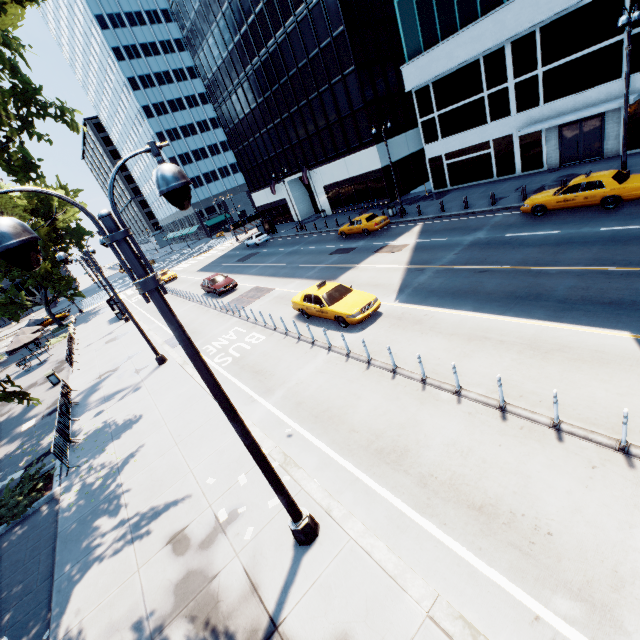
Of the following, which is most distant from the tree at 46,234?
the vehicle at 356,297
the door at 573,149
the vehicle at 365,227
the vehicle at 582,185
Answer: → the door at 573,149

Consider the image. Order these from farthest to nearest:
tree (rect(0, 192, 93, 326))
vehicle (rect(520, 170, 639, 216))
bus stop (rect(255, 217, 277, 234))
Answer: bus stop (rect(255, 217, 277, 234)) → tree (rect(0, 192, 93, 326)) → vehicle (rect(520, 170, 639, 216))

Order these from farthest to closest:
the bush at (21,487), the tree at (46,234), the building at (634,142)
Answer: the tree at (46,234), the building at (634,142), the bush at (21,487)

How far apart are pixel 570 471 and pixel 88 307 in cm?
6177

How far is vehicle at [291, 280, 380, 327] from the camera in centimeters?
1374cm

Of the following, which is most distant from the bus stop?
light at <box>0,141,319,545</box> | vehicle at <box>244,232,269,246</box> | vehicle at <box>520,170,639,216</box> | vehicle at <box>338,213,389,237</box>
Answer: vehicle at <box>520,170,639,216</box>

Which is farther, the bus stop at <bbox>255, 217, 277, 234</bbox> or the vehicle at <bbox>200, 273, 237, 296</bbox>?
the bus stop at <bbox>255, 217, 277, 234</bbox>

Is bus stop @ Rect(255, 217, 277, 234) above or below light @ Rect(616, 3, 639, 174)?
below
